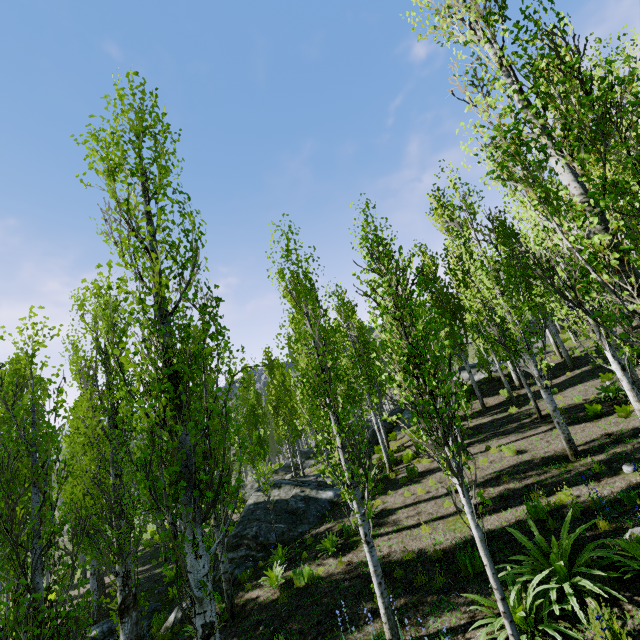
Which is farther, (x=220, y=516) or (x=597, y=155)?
(x=597, y=155)

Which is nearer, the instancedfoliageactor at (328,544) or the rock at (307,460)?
the instancedfoliageactor at (328,544)

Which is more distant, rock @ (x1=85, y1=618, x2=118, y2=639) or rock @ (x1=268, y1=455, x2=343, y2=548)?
rock @ (x1=268, y1=455, x2=343, y2=548)

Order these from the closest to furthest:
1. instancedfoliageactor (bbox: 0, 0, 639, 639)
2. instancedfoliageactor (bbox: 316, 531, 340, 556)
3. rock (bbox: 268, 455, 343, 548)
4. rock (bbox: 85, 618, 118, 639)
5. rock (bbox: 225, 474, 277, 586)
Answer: instancedfoliageactor (bbox: 0, 0, 639, 639), instancedfoliageactor (bbox: 316, 531, 340, 556), rock (bbox: 85, 618, 118, 639), rock (bbox: 225, 474, 277, 586), rock (bbox: 268, 455, 343, 548)

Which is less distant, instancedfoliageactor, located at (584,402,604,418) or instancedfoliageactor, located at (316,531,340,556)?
instancedfoliageactor, located at (316,531,340,556)

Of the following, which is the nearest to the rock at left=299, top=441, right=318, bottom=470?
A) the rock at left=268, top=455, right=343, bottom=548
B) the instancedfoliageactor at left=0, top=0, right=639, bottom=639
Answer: the instancedfoliageactor at left=0, top=0, right=639, bottom=639

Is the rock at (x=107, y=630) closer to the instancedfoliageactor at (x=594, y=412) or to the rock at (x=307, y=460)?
the instancedfoliageactor at (x=594, y=412)

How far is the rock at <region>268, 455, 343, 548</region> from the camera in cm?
1288
